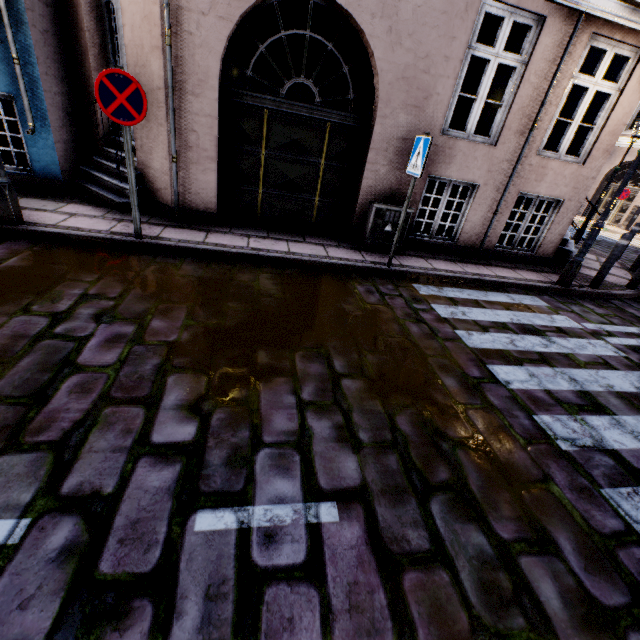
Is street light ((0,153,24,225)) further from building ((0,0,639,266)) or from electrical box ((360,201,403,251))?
electrical box ((360,201,403,251))

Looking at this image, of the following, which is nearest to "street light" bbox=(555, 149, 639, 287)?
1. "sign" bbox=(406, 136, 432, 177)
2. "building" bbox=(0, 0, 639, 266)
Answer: "building" bbox=(0, 0, 639, 266)

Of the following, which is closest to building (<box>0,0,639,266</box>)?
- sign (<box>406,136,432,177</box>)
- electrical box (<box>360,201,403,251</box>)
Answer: electrical box (<box>360,201,403,251</box>)

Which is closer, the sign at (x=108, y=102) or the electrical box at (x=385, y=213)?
the sign at (x=108, y=102)

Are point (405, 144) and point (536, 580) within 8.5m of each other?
yes

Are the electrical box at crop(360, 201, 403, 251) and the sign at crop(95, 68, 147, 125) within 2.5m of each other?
no

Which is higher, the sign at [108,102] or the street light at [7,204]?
the sign at [108,102]

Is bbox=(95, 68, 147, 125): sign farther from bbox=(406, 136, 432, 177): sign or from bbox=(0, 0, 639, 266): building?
bbox=(406, 136, 432, 177): sign
